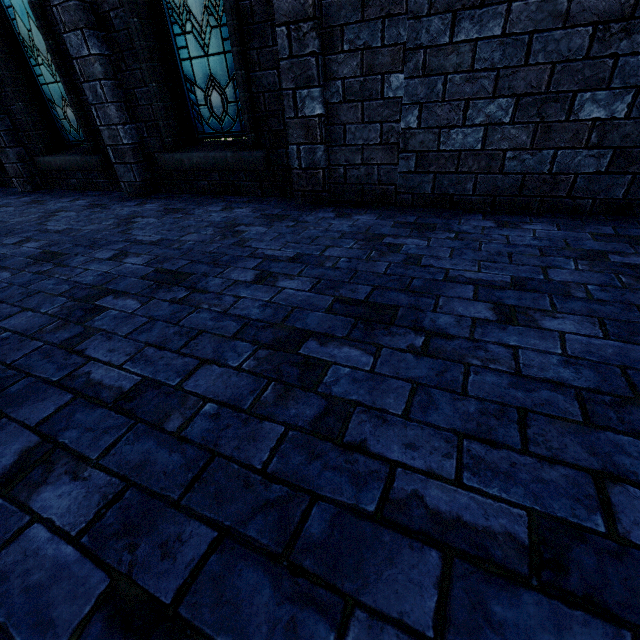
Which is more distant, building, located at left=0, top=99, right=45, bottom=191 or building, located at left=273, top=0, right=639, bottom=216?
building, located at left=0, top=99, right=45, bottom=191

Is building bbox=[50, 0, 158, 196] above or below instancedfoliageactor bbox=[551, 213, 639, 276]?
above

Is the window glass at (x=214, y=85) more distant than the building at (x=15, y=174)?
No

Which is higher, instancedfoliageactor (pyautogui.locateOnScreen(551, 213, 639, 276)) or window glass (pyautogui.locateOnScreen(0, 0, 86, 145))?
window glass (pyautogui.locateOnScreen(0, 0, 86, 145))

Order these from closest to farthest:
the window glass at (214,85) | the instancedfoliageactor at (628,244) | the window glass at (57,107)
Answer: the instancedfoliageactor at (628,244) → the window glass at (214,85) → the window glass at (57,107)

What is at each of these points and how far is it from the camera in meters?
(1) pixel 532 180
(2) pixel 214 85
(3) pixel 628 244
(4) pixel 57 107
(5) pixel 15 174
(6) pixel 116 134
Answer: (1) building, 2.9 m
(2) window glass, 4.0 m
(3) instancedfoliageactor, 2.2 m
(4) window glass, 5.3 m
(5) building, 5.9 m
(6) building, 4.4 m

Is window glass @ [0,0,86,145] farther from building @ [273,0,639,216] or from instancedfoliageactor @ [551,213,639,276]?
instancedfoliageactor @ [551,213,639,276]
